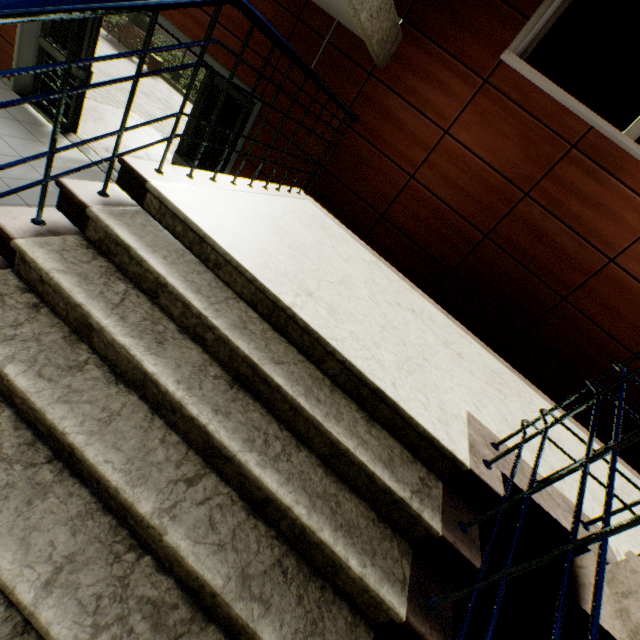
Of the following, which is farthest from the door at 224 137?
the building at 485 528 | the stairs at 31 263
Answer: the building at 485 528

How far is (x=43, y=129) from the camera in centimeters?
488cm

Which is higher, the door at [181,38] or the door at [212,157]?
the door at [181,38]

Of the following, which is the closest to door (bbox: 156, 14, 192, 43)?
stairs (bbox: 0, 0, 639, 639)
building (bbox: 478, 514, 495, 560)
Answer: stairs (bbox: 0, 0, 639, 639)

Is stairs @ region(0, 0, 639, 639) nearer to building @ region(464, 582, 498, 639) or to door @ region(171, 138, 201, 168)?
building @ region(464, 582, 498, 639)

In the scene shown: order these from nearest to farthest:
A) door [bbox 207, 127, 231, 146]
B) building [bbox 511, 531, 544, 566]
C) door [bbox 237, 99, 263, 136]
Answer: building [bbox 511, 531, 544, 566]
door [bbox 237, 99, 263, 136]
door [bbox 207, 127, 231, 146]
